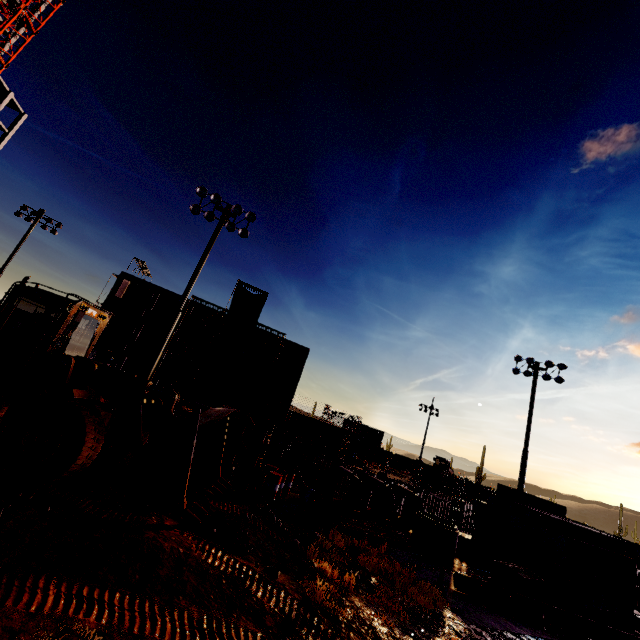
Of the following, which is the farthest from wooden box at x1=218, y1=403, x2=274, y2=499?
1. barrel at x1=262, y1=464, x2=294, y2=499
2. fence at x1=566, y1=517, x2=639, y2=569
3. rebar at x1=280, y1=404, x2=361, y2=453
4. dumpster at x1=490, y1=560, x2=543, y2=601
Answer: fence at x1=566, y1=517, x2=639, y2=569

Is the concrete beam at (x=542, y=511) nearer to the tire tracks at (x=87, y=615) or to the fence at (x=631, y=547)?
the tire tracks at (x=87, y=615)

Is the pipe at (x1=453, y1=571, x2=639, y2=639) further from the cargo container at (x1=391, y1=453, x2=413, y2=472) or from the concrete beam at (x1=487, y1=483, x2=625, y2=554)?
the cargo container at (x1=391, y1=453, x2=413, y2=472)

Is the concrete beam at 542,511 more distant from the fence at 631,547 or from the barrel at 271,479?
the fence at 631,547

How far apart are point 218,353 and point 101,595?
33.4m

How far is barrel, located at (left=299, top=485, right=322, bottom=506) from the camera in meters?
13.7

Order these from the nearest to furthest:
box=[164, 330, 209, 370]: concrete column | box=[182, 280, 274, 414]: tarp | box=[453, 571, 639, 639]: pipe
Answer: box=[453, 571, 639, 639]: pipe < box=[182, 280, 274, 414]: tarp < box=[164, 330, 209, 370]: concrete column

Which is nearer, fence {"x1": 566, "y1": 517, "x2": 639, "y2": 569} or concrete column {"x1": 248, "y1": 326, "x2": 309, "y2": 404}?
fence {"x1": 566, "y1": 517, "x2": 639, "y2": 569}
